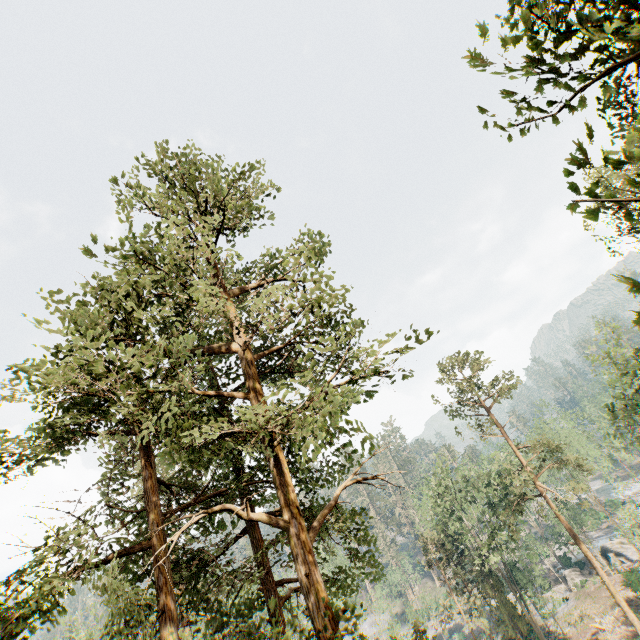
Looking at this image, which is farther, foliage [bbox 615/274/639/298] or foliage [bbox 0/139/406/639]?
foliage [bbox 0/139/406/639]

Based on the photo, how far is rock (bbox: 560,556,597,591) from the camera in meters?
42.6 m

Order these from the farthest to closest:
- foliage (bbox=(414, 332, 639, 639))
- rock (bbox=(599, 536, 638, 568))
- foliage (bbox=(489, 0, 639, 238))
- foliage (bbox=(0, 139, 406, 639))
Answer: rock (bbox=(599, 536, 638, 568))
foliage (bbox=(414, 332, 639, 639))
foliage (bbox=(0, 139, 406, 639))
foliage (bbox=(489, 0, 639, 238))

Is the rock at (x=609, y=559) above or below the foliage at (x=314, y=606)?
below

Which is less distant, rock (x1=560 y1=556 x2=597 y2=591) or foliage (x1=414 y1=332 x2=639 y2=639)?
foliage (x1=414 y1=332 x2=639 y2=639)

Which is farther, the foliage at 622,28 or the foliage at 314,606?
the foliage at 314,606

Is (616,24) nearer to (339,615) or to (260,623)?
(339,615)

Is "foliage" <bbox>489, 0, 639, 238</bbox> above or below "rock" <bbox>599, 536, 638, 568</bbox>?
above
